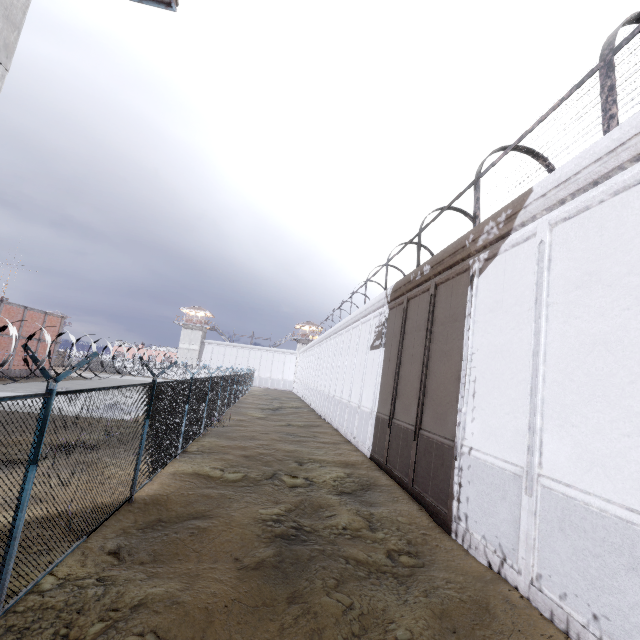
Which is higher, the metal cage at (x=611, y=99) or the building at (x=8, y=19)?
the metal cage at (x=611, y=99)

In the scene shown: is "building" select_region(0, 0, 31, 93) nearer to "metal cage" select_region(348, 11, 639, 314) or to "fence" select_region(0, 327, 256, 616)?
"fence" select_region(0, 327, 256, 616)

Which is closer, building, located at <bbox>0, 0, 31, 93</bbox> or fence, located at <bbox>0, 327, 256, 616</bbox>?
fence, located at <bbox>0, 327, 256, 616</bbox>

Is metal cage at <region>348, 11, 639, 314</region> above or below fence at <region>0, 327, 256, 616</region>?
above

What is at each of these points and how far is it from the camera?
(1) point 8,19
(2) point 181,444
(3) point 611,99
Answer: (1) building, 5.11m
(2) fence, 12.02m
(3) metal cage, 6.02m

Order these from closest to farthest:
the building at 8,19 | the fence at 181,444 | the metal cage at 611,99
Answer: the fence at 181,444, the building at 8,19, the metal cage at 611,99

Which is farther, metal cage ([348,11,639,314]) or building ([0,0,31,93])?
metal cage ([348,11,639,314])

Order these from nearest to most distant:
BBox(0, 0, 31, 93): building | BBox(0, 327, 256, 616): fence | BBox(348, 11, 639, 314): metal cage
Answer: BBox(0, 327, 256, 616): fence
BBox(0, 0, 31, 93): building
BBox(348, 11, 639, 314): metal cage
